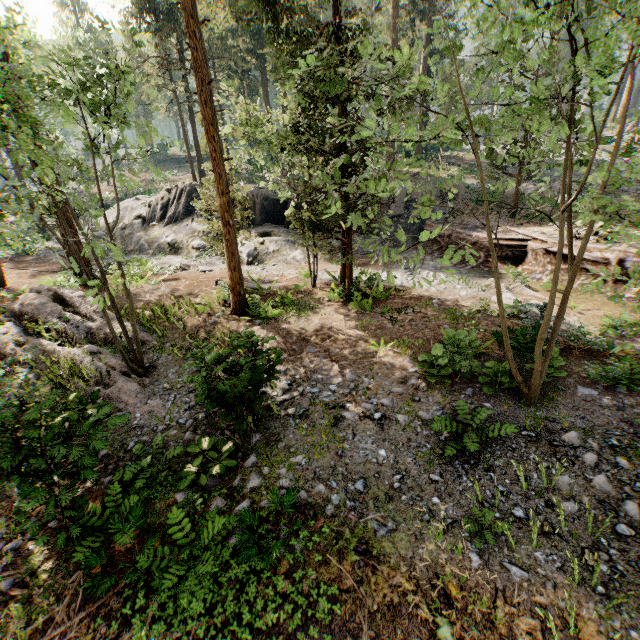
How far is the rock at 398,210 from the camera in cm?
2505

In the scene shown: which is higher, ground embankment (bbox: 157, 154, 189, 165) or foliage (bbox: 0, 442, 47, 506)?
ground embankment (bbox: 157, 154, 189, 165)

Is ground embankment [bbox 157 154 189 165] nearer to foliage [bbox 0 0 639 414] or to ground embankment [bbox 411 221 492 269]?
foliage [bbox 0 0 639 414]

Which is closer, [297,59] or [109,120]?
[109,120]

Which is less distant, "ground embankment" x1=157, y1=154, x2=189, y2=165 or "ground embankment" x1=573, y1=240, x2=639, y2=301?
"ground embankment" x1=573, y1=240, x2=639, y2=301

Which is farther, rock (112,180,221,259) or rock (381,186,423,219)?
rock (381,186,423,219)

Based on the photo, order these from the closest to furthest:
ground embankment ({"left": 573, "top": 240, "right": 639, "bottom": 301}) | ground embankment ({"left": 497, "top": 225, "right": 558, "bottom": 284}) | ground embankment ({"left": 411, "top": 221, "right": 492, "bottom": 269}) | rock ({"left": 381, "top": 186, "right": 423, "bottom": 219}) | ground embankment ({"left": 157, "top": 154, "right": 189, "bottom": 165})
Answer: ground embankment ({"left": 573, "top": 240, "right": 639, "bottom": 301}) < ground embankment ({"left": 497, "top": 225, "right": 558, "bottom": 284}) < ground embankment ({"left": 411, "top": 221, "right": 492, "bottom": 269}) < rock ({"left": 381, "top": 186, "right": 423, "bottom": 219}) < ground embankment ({"left": 157, "top": 154, "right": 189, "bottom": 165})

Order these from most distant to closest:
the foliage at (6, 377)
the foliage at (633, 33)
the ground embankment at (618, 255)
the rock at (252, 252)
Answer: the rock at (252, 252)
the ground embankment at (618, 255)
the foliage at (6, 377)
the foliage at (633, 33)
